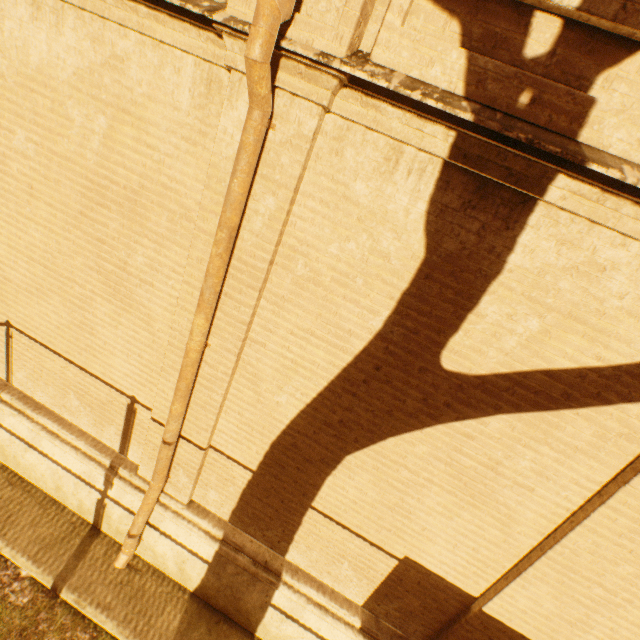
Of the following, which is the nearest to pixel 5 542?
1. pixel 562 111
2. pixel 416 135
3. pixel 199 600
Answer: pixel 199 600
